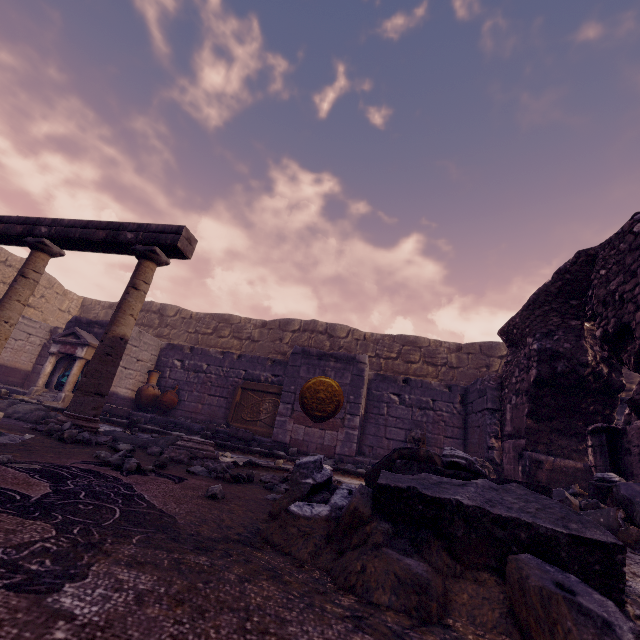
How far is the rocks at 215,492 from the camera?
1.6m

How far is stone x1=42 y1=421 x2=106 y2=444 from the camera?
2.9 meters

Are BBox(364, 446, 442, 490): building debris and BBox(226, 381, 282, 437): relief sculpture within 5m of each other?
no

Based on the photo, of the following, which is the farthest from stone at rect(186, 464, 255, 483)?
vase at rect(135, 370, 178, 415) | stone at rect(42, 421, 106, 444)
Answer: vase at rect(135, 370, 178, 415)

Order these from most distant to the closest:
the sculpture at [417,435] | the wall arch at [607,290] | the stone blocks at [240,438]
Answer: the sculpture at [417,435] < the stone blocks at [240,438] < the wall arch at [607,290]

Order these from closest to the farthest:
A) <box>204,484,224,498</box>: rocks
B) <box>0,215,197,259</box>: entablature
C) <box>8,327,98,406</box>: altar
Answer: <box>204,484,224,498</box>: rocks
<box>0,215,197,259</box>: entablature
<box>8,327,98,406</box>: altar

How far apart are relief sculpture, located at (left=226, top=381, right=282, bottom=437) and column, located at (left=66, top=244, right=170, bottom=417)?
5.3m

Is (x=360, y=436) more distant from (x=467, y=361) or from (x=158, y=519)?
(x=158, y=519)
